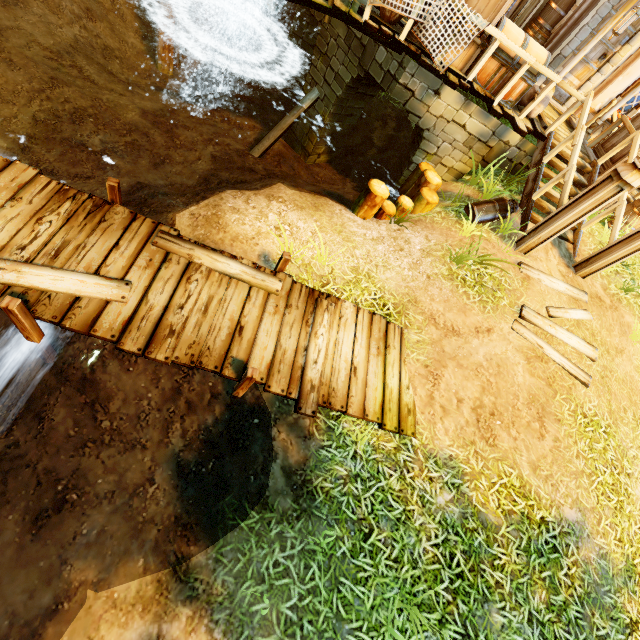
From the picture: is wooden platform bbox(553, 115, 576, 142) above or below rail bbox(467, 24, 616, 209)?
below

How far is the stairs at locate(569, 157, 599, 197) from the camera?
7.7 meters

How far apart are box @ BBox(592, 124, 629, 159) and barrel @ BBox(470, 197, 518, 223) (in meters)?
2.57

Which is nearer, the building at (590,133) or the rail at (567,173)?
the rail at (567,173)

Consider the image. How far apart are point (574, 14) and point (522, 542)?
11.26m

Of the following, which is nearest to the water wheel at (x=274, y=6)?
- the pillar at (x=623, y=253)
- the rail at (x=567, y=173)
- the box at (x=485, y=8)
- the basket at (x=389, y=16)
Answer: the basket at (x=389, y=16)

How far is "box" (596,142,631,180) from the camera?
7.5 meters

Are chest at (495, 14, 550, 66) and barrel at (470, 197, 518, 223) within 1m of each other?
no
